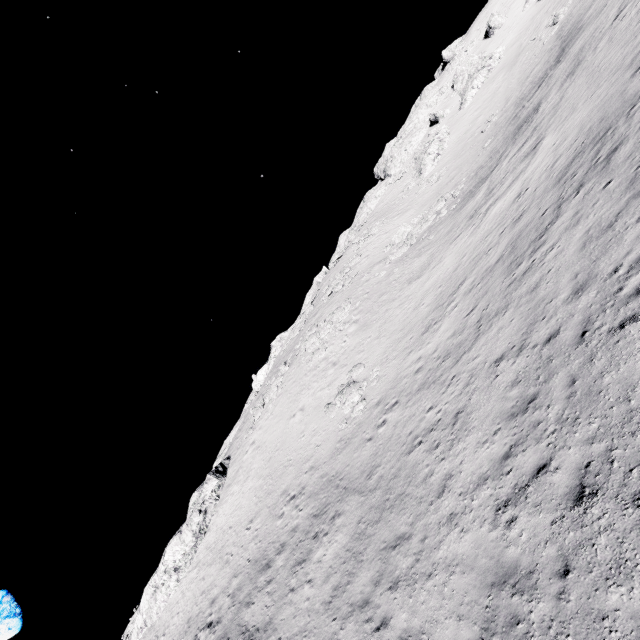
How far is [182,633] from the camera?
20.20m

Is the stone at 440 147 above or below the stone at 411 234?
above

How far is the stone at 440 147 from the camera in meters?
44.7 m

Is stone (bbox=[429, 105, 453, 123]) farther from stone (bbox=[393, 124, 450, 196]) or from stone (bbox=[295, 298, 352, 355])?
stone (bbox=[295, 298, 352, 355])

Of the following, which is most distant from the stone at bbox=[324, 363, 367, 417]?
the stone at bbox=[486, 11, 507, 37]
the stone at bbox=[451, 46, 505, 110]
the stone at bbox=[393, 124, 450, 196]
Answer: the stone at bbox=[486, 11, 507, 37]

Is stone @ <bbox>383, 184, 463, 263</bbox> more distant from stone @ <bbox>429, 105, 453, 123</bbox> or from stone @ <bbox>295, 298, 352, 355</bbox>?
stone @ <bbox>429, 105, 453, 123</bbox>

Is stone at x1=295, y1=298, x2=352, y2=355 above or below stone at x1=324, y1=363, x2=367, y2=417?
above

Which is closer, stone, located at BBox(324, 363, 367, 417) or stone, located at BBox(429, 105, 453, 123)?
stone, located at BBox(324, 363, 367, 417)
